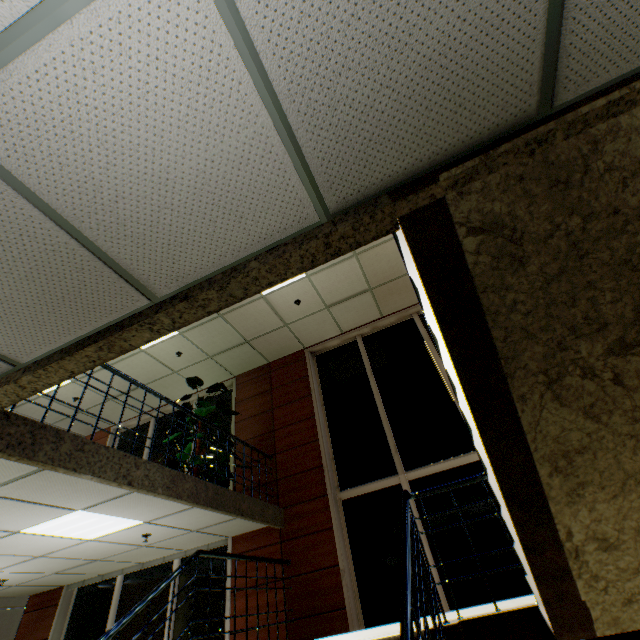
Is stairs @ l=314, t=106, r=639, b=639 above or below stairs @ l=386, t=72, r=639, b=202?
below

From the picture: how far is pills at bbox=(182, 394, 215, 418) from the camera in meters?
5.9

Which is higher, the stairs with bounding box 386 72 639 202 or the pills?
the pills

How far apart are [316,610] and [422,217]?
5.78m

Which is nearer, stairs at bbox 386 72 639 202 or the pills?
stairs at bbox 386 72 639 202

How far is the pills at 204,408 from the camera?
5.9m

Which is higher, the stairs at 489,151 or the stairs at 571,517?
the stairs at 489,151
